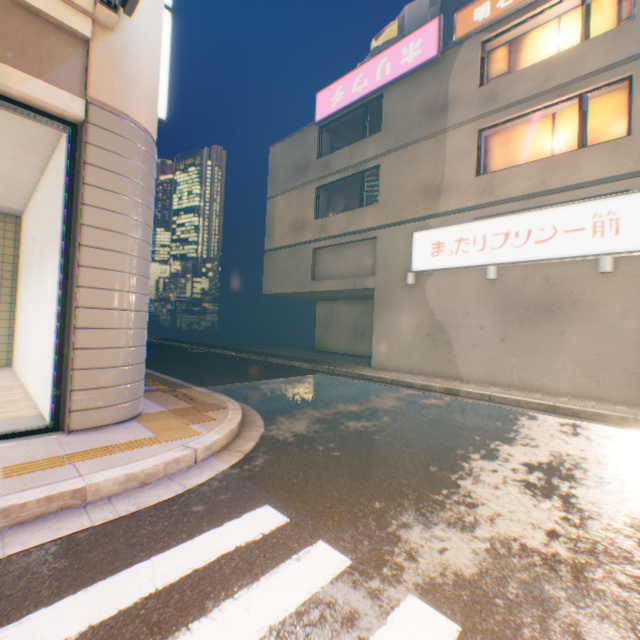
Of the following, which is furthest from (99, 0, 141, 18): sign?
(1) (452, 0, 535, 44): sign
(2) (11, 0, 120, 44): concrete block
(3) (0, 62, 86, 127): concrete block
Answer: (1) (452, 0, 535, 44): sign

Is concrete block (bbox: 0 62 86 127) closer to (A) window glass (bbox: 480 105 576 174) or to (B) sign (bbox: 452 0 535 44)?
(A) window glass (bbox: 480 105 576 174)

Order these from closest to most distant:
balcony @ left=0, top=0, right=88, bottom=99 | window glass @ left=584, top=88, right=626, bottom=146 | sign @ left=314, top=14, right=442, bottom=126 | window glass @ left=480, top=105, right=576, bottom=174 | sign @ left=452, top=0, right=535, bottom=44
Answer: balcony @ left=0, top=0, right=88, bottom=99 < window glass @ left=584, top=88, right=626, bottom=146 < window glass @ left=480, top=105, right=576, bottom=174 < sign @ left=452, top=0, right=535, bottom=44 < sign @ left=314, top=14, right=442, bottom=126

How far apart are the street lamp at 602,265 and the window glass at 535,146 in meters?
3.3 m

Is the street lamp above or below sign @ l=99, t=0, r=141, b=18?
below

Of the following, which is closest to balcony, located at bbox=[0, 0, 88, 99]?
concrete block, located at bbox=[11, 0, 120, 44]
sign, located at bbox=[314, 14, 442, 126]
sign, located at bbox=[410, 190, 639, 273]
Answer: concrete block, located at bbox=[11, 0, 120, 44]

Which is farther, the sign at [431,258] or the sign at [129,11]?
the sign at [431,258]

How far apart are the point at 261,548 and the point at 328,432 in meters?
3.0
